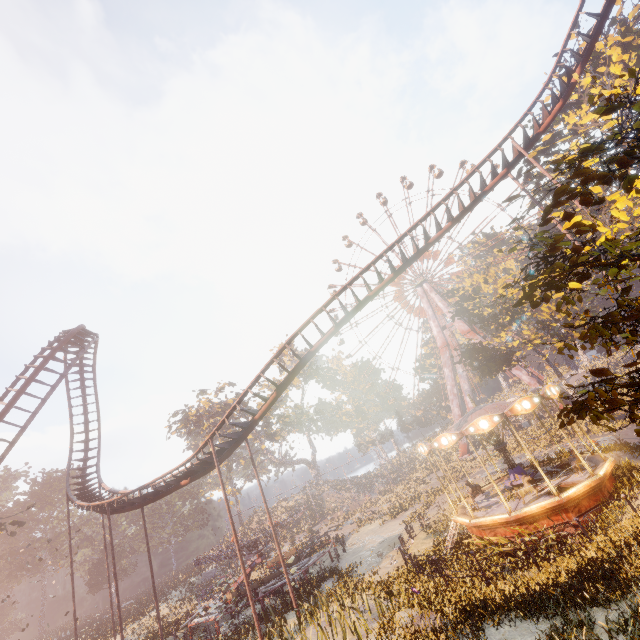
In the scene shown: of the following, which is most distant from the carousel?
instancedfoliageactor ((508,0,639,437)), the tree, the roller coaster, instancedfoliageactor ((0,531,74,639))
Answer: instancedfoliageactor ((0,531,74,639))

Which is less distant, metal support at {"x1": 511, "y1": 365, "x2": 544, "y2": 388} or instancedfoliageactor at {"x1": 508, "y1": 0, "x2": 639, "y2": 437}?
instancedfoliageactor at {"x1": 508, "y1": 0, "x2": 639, "y2": 437}

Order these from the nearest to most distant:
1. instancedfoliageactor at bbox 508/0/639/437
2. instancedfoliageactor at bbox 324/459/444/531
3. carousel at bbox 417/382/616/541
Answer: instancedfoliageactor at bbox 508/0/639/437
carousel at bbox 417/382/616/541
instancedfoliageactor at bbox 324/459/444/531

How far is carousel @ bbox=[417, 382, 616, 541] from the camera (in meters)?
12.87

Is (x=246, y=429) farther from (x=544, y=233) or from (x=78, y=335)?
(x=78, y=335)

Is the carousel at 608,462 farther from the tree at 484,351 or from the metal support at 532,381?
the metal support at 532,381

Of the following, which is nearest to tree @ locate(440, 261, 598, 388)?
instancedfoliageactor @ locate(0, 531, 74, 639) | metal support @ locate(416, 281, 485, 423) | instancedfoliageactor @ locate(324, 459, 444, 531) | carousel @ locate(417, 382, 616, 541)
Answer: metal support @ locate(416, 281, 485, 423)
